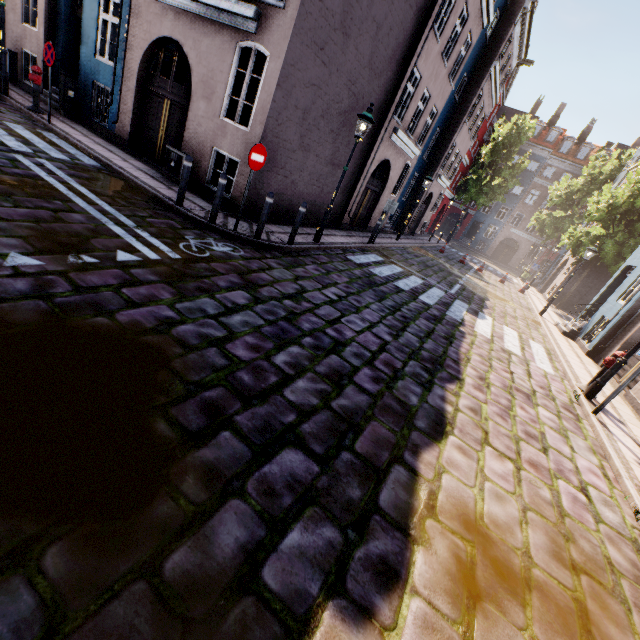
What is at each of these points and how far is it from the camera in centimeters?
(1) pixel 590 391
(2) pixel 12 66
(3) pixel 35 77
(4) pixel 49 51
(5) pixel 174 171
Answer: (1) street light, 736cm
(2) electrical box, 1215cm
(3) hydrant, 949cm
(4) sign, 856cm
(5) electrical box, 916cm

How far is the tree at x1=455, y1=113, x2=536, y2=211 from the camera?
31.1m

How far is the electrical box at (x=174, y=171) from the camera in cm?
896

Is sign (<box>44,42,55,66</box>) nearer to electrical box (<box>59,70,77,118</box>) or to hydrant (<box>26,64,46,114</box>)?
hydrant (<box>26,64,46,114</box>)

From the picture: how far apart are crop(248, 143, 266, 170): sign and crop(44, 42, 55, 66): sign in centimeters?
684cm

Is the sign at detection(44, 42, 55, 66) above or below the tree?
below

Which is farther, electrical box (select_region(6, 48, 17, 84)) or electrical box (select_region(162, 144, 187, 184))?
electrical box (select_region(6, 48, 17, 84))

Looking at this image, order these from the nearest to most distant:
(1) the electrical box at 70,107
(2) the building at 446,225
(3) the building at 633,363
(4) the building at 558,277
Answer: (3) the building at 633,363, (1) the electrical box at 70,107, (4) the building at 558,277, (2) the building at 446,225
